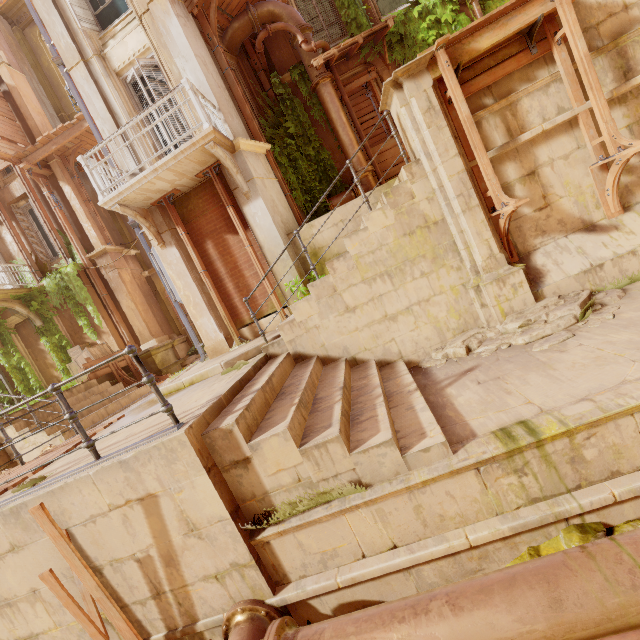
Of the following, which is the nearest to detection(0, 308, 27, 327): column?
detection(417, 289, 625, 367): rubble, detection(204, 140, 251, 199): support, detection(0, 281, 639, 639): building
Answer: detection(204, 140, 251, 199): support

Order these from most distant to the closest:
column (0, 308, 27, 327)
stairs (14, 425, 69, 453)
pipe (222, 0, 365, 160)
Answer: column (0, 308, 27, 327) < pipe (222, 0, 365, 160) < stairs (14, 425, 69, 453)

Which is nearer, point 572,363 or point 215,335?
point 572,363

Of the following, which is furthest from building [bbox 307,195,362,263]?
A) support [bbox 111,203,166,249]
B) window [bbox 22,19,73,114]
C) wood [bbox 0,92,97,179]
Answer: window [bbox 22,19,73,114]

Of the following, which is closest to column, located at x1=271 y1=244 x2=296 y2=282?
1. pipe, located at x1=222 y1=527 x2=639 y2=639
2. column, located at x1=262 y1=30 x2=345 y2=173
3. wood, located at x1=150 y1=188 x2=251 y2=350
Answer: wood, located at x1=150 y1=188 x2=251 y2=350

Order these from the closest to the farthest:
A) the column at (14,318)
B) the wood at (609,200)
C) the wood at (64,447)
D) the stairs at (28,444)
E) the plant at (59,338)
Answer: the wood at (609,200)
the wood at (64,447)
the stairs at (28,444)
the plant at (59,338)
the column at (14,318)

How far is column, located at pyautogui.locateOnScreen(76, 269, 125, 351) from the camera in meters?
13.3

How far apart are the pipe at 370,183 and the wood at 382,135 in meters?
0.3
